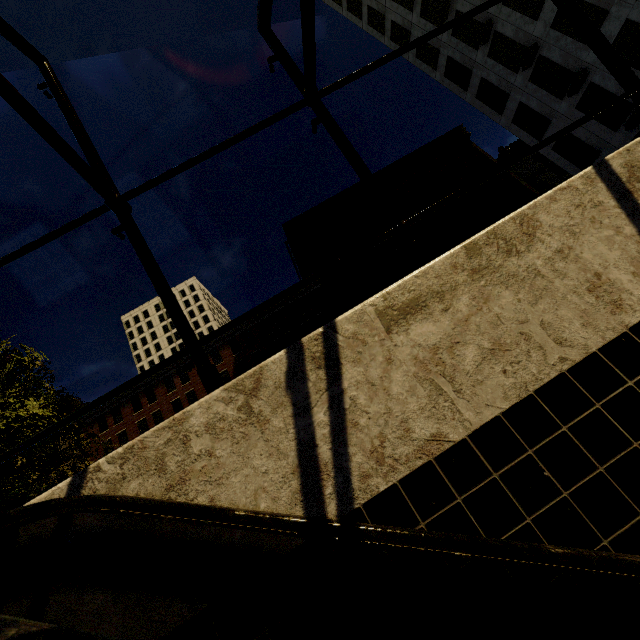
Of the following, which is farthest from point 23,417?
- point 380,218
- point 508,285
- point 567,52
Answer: point 380,218

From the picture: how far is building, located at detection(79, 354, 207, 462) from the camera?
33.38m

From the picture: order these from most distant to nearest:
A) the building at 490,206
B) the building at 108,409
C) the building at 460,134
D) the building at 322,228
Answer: the building at 460,134 < the building at 322,228 < the building at 490,206 < the building at 108,409

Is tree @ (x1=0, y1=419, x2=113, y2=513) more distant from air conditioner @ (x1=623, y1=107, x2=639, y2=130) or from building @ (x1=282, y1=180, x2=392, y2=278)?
building @ (x1=282, y1=180, x2=392, y2=278)

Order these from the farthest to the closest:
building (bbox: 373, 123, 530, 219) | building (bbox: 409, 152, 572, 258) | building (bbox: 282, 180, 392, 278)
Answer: building (bbox: 373, 123, 530, 219) < building (bbox: 282, 180, 392, 278) < building (bbox: 409, 152, 572, 258)

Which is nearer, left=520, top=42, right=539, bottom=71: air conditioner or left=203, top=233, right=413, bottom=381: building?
left=520, top=42, right=539, bottom=71: air conditioner

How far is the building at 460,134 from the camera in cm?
4006
